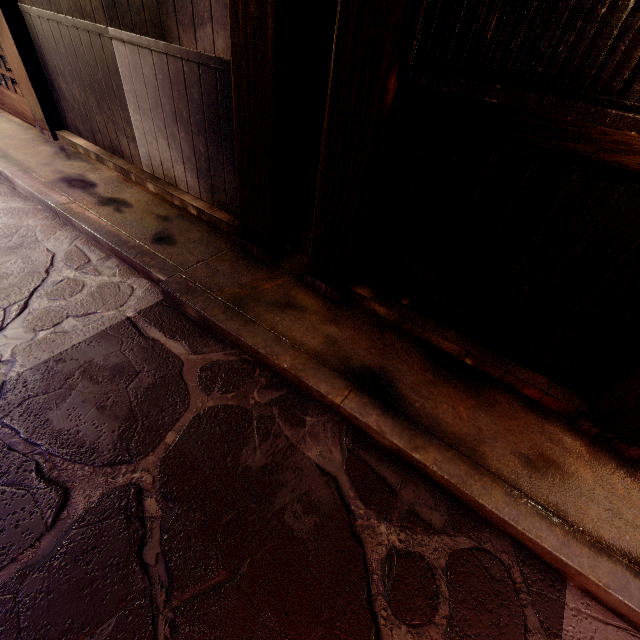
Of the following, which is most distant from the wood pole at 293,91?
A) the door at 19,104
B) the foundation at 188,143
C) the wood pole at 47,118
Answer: the door at 19,104

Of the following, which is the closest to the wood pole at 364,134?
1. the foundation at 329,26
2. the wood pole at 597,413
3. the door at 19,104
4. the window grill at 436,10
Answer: the window grill at 436,10

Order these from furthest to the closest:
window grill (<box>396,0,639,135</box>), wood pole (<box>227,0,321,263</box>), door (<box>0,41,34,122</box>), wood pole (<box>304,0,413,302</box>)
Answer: door (<box>0,41,34,122</box>) < wood pole (<box>227,0,321,263</box>) < wood pole (<box>304,0,413,302</box>) < window grill (<box>396,0,639,135</box>)

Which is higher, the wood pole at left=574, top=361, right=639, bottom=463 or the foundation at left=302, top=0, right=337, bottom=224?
the foundation at left=302, top=0, right=337, bottom=224

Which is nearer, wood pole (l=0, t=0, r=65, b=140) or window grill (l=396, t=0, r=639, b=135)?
window grill (l=396, t=0, r=639, b=135)

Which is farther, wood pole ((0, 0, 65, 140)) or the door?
the door

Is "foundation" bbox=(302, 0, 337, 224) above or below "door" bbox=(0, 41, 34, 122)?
above

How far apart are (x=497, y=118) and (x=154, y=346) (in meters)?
4.75
